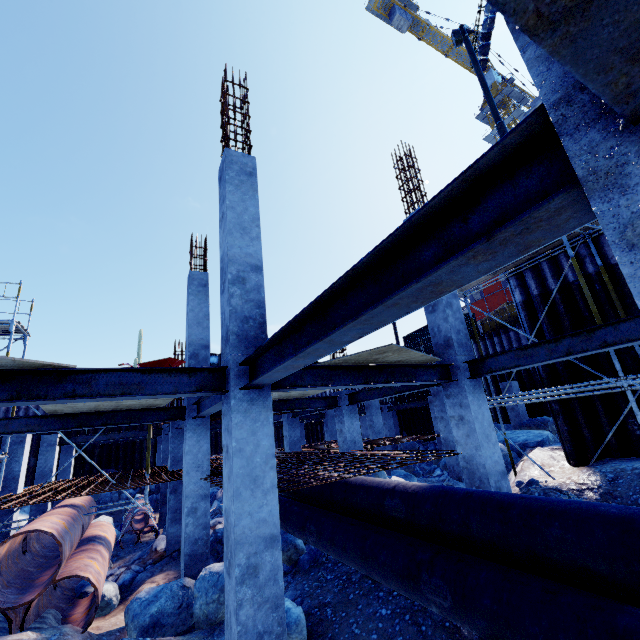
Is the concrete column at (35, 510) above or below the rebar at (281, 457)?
below

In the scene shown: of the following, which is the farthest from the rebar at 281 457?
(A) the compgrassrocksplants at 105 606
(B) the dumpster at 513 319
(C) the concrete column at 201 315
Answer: (B) the dumpster at 513 319

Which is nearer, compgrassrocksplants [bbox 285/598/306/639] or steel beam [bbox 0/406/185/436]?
compgrassrocksplants [bbox 285/598/306/639]

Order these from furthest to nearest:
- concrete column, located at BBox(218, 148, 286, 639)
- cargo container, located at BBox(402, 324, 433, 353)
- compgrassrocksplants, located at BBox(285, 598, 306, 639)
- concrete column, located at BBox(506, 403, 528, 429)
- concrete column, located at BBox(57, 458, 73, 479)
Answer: cargo container, located at BBox(402, 324, 433, 353), concrete column, located at BBox(57, 458, 73, 479), concrete column, located at BBox(506, 403, 528, 429), compgrassrocksplants, located at BBox(285, 598, 306, 639), concrete column, located at BBox(218, 148, 286, 639)

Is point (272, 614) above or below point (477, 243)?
below

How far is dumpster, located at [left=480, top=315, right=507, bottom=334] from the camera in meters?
20.7 m

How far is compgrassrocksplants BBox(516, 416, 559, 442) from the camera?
13.3 meters

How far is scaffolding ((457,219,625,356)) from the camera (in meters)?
7.59
